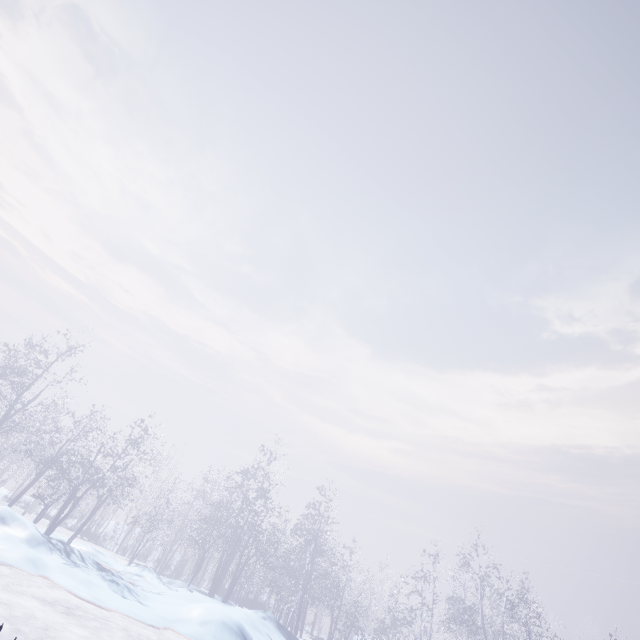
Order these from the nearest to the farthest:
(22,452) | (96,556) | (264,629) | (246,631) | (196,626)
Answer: (196,626) → (246,631) → (264,629) → (96,556) → (22,452)
